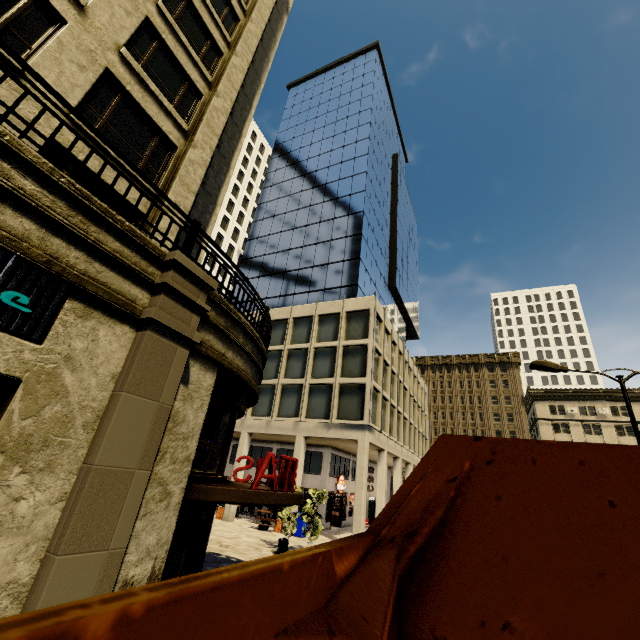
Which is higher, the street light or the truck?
the street light

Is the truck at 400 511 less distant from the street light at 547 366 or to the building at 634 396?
the building at 634 396

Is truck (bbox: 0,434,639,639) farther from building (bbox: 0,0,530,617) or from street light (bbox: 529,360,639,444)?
street light (bbox: 529,360,639,444)

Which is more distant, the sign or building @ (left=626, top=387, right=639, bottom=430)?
building @ (left=626, top=387, right=639, bottom=430)

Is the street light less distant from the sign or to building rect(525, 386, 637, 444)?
building rect(525, 386, 637, 444)

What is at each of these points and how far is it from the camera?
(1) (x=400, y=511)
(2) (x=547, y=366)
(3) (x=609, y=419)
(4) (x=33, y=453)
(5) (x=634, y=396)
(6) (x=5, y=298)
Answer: (1) truck, 1.4m
(2) street light, 11.2m
(3) building, 49.9m
(4) building, 4.3m
(5) building, 49.7m
(6) sign, 4.2m

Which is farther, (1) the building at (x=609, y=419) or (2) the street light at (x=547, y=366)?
(1) the building at (x=609, y=419)

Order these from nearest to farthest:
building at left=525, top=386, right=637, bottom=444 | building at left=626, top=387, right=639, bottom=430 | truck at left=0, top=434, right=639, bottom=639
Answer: truck at left=0, top=434, right=639, bottom=639, building at left=626, top=387, right=639, bottom=430, building at left=525, top=386, right=637, bottom=444
